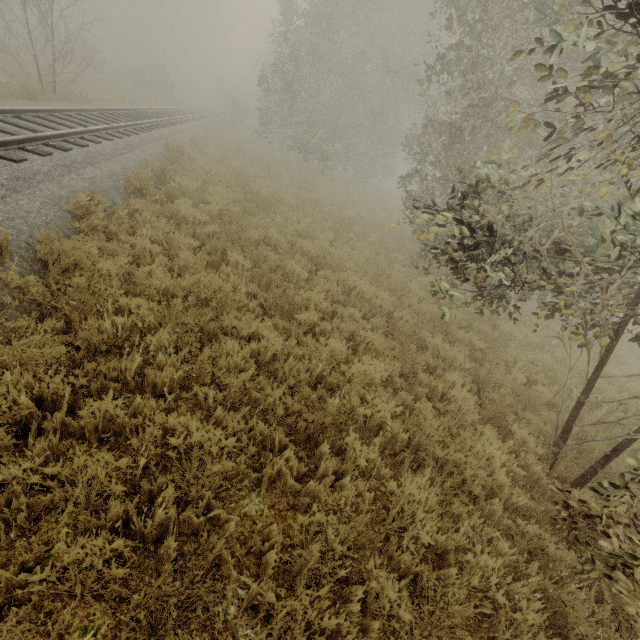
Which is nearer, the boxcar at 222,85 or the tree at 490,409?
the tree at 490,409

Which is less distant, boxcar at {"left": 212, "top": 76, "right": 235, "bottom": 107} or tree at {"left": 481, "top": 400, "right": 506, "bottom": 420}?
tree at {"left": 481, "top": 400, "right": 506, "bottom": 420}

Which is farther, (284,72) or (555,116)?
(284,72)

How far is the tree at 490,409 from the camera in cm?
524

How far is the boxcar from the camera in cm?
5588

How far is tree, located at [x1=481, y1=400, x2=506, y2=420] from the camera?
5.2 meters

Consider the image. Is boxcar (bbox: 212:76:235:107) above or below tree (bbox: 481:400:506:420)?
above
